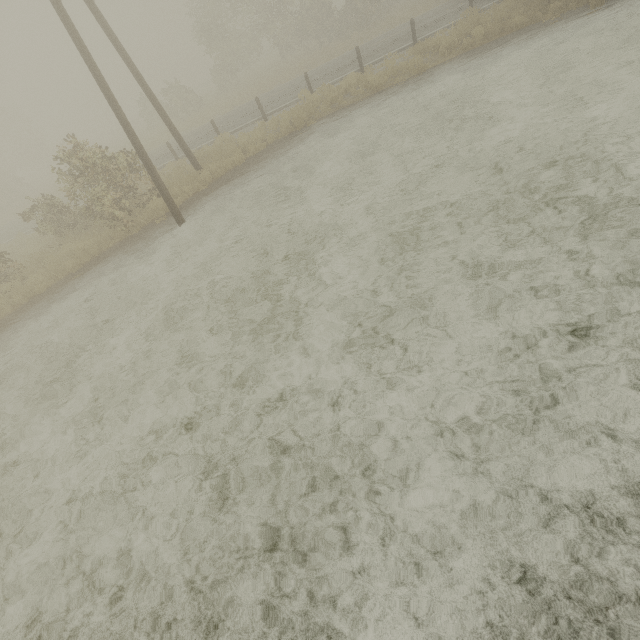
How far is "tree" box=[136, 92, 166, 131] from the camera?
31.5 meters

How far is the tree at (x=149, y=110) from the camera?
31.50m

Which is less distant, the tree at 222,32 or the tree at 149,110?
the tree at 222,32

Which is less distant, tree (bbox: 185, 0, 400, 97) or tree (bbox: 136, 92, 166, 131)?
tree (bbox: 185, 0, 400, 97)

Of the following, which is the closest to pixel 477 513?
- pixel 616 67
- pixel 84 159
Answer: pixel 616 67
